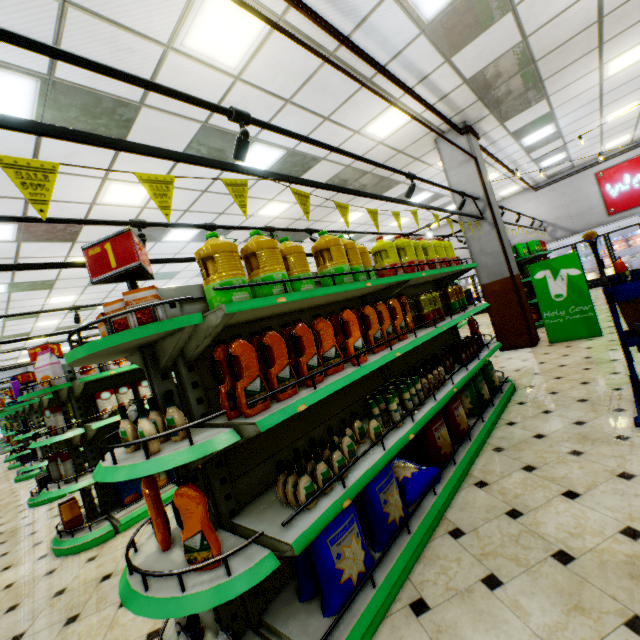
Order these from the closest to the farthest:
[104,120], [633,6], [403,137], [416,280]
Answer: [416,280] → [104,120] → [633,6] → [403,137]

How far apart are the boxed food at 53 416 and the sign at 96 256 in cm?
316

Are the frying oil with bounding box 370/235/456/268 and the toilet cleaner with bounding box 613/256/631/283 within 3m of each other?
yes

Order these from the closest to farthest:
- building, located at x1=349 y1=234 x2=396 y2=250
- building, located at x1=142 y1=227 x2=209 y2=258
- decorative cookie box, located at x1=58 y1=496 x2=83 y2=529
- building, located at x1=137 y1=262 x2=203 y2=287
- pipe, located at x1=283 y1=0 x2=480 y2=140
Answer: pipe, located at x1=283 y1=0 x2=480 y2=140 < decorative cookie box, located at x1=58 y1=496 x2=83 y2=529 < building, located at x1=142 y1=227 x2=209 y2=258 < building, located at x1=137 y1=262 x2=203 y2=287 < building, located at x1=349 y1=234 x2=396 y2=250

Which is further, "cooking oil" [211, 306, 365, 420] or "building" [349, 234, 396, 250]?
"building" [349, 234, 396, 250]

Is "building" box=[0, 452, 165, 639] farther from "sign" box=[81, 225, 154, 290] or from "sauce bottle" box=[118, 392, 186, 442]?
"sign" box=[81, 225, 154, 290]

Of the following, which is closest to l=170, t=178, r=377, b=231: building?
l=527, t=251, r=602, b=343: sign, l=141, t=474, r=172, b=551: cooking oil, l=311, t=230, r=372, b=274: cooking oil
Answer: l=527, t=251, r=602, b=343: sign

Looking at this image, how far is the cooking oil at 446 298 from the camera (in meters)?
4.08
